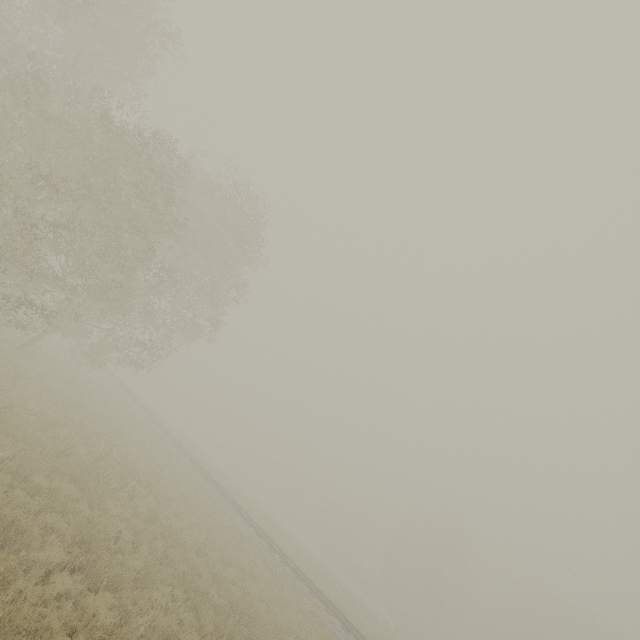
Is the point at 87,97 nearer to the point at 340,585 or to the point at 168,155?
the point at 168,155
